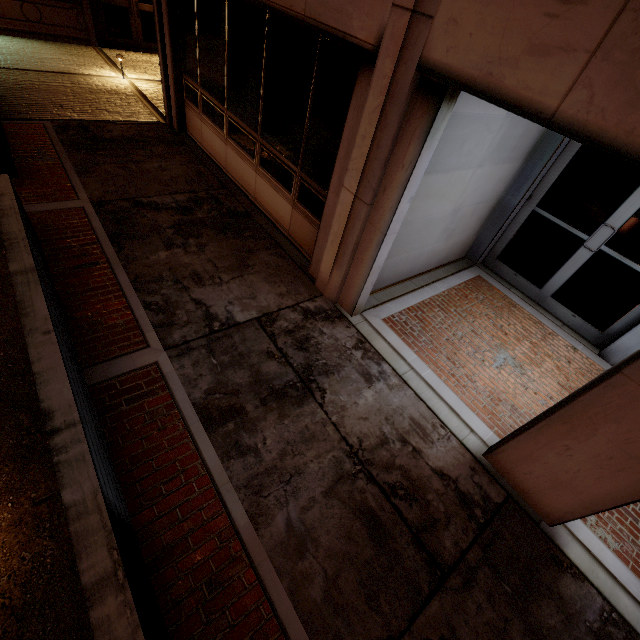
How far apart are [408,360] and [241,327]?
2.4m

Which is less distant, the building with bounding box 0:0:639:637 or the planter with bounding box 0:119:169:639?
the planter with bounding box 0:119:169:639

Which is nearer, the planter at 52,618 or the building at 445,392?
the planter at 52,618
